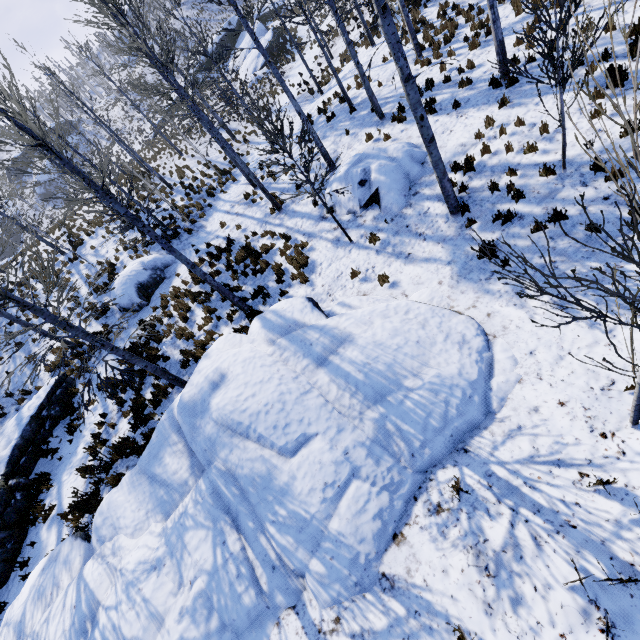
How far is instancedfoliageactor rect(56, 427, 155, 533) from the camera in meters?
7.7 m

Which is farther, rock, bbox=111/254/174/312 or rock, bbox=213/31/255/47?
rock, bbox=213/31/255/47

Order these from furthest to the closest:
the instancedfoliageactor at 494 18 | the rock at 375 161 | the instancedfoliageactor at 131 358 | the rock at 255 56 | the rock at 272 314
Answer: the rock at 255 56, the rock at 375 161, the instancedfoliageactor at 131 358, the rock at 272 314, the instancedfoliageactor at 494 18

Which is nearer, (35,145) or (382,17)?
(382,17)

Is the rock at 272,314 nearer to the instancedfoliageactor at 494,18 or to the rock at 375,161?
the instancedfoliageactor at 494,18

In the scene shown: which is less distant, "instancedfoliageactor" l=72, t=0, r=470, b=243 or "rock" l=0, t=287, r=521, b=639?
"rock" l=0, t=287, r=521, b=639

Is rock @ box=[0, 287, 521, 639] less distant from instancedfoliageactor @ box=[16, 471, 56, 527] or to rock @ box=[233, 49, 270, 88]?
instancedfoliageactor @ box=[16, 471, 56, 527]

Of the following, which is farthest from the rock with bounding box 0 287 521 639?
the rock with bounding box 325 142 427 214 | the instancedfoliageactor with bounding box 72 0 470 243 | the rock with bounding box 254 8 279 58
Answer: the rock with bounding box 254 8 279 58
